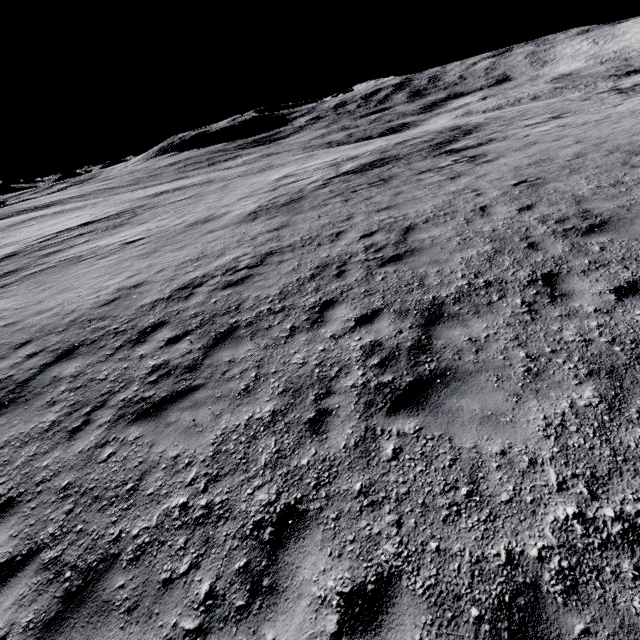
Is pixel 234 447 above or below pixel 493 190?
below
